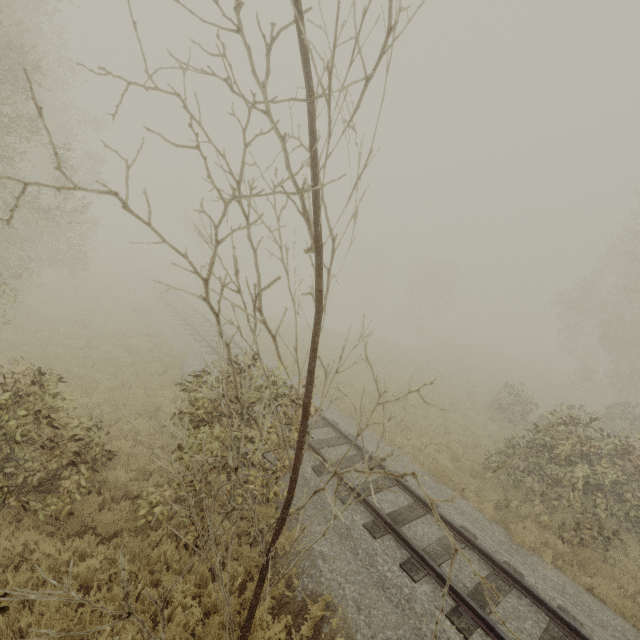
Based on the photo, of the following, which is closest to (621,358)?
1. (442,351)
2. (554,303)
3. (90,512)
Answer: (554,303)
